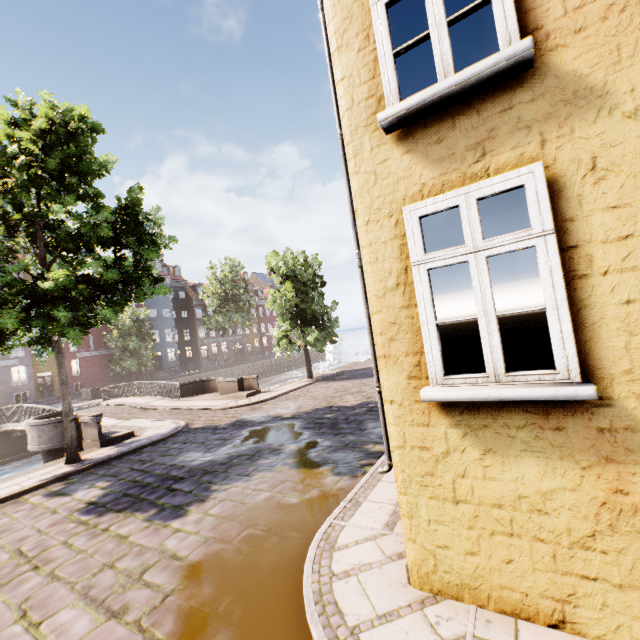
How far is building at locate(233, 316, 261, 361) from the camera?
55.2 meters

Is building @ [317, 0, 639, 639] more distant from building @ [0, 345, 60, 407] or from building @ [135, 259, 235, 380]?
building @ [135, 259, 235, 380]

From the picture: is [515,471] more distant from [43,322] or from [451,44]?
[43,322]

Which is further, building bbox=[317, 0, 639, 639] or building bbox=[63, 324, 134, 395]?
building bbox=[63, 324, 134, 395]

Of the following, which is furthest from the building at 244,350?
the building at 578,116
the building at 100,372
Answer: the building at 578,116

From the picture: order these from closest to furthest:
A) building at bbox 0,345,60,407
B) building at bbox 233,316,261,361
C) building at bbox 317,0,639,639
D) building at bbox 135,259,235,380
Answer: building at bbox 317,0,639,639
building at bbox 0,345,60,407
building at bbox 135,259,235,380
building at bbox 233,316,261,361

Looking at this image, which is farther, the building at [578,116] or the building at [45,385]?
the building at [45,385]
